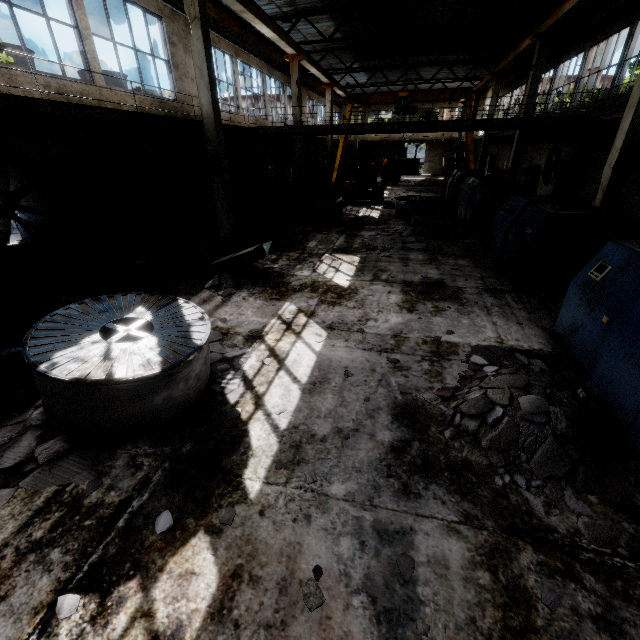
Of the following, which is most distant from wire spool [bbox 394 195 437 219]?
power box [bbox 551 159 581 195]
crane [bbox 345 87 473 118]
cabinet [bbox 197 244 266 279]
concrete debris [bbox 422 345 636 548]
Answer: concrete debris [bbox 422 345 636 548]

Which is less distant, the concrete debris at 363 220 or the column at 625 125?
the column at 625 125

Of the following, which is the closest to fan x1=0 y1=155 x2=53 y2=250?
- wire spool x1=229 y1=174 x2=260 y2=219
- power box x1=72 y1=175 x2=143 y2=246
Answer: power box x1=72 y1=175 x2=143 y2=246

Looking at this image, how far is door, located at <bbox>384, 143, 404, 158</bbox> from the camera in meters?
43.9 m

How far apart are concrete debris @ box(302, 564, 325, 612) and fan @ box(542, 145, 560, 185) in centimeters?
2353cm

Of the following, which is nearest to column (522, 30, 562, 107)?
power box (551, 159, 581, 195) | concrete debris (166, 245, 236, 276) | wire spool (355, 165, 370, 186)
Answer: power box (551, 159, 581, 195)

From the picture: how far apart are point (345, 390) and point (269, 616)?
2.7 meters

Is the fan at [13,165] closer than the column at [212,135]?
Yes
